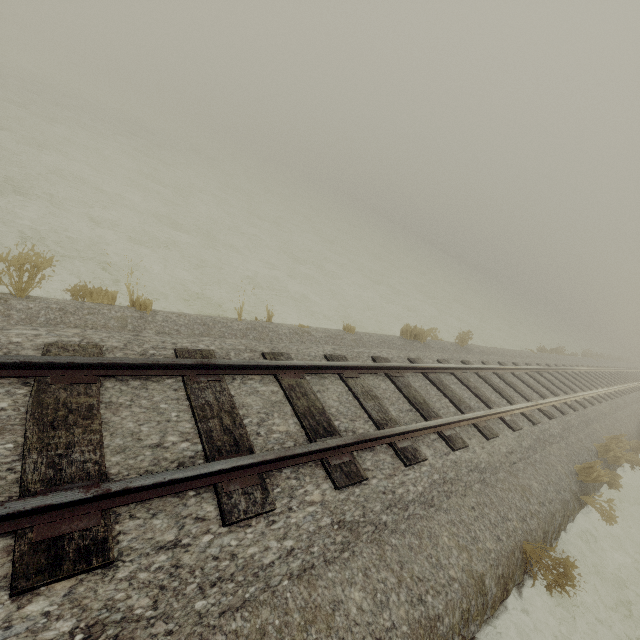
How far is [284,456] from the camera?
3.61m
